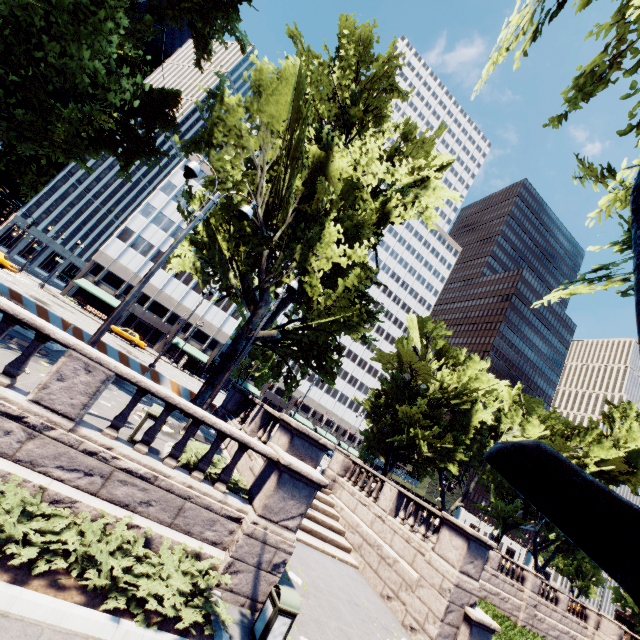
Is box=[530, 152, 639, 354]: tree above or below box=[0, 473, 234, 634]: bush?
above

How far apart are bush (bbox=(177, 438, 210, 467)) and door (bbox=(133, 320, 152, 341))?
50.2m

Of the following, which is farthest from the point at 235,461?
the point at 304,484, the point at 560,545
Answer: the point at 560,545

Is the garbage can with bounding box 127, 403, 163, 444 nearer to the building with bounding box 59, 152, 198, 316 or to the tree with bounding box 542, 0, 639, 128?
the tree with bounding box 542, 0, 639, 128

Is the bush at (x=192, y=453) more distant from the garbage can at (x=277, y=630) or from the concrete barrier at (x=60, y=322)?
the concrete barrier at (x=60, y=322)

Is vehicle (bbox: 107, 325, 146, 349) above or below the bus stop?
below

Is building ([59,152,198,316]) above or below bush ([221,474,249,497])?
above

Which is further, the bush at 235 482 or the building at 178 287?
the building at 178 287
